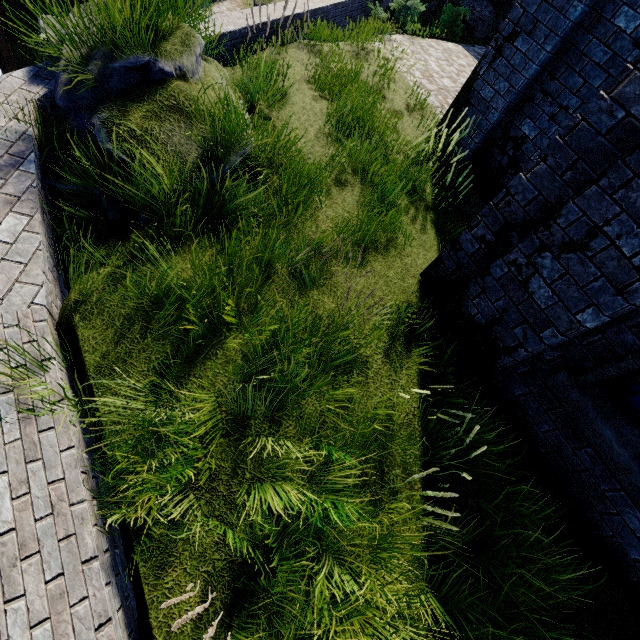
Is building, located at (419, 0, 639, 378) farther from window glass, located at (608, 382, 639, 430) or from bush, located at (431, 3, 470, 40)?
bush, located at (431, 3, 470, 40)

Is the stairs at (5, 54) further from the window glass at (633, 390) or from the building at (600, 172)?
the window glass at (633, 390)

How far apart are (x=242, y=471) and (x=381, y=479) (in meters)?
1.25

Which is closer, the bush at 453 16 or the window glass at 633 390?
the window glass at 633 390

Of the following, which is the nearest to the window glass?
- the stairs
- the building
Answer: the building

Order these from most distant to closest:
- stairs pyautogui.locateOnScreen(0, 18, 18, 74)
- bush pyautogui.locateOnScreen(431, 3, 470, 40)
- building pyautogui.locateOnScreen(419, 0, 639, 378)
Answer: bush pyautogui.locateOnScreen(431, 3, 470, 40), stairs pyautogui.locateOnScreen(0, 18, 18, 74), building pyautogui.locateOnScreen(419, 0, 639, 378)

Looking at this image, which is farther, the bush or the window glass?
the bush

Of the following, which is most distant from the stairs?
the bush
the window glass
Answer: the bush
